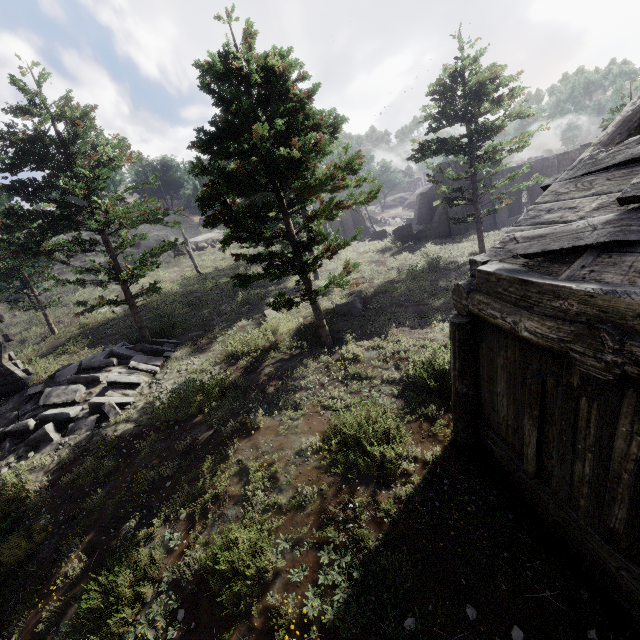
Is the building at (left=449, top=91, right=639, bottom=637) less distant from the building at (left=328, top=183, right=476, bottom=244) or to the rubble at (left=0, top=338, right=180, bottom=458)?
the building at (left=328, top=183, right=476, bottom=244)

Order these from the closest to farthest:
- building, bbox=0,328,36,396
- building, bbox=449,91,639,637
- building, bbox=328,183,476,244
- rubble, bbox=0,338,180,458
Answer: building, bbox=449,91,639,637, rubble, bbox=0,338,180,458, building, bbox=0,328,36,396, building, bbox=328,183,476,244

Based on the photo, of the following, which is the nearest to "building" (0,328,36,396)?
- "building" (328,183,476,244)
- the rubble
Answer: the rubble

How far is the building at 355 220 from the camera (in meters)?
26.77

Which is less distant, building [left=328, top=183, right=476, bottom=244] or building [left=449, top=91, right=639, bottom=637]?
building [left=449, top=91, right=639, bottom=637]

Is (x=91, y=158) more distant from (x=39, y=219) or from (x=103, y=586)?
(x=103, y=586)

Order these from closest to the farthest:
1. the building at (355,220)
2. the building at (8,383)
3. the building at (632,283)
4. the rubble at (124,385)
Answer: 1. the building at (632,283)
2. the rubble at (124,385)
3. the building at (8,383)
4. the building at (355,220)

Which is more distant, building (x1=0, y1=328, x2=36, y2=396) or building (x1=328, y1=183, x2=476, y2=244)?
building (x1=328, y1=183, x2=476, y2=244)
